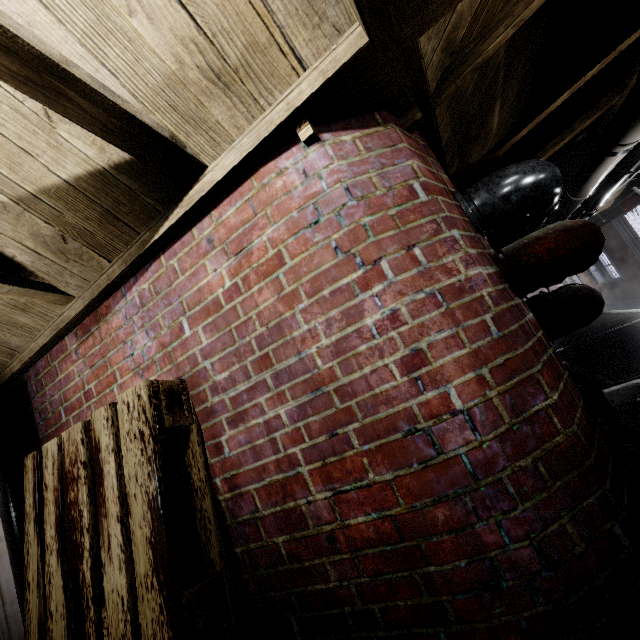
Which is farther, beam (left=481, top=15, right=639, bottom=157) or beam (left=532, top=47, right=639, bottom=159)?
beam (left=532, top=47, right=639, bottom=159)

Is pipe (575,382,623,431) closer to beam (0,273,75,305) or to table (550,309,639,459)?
table (550,309,639,459)

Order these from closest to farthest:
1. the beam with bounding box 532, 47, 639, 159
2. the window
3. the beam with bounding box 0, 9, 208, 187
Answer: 1. the beam with bounding box 0, 9, 208, 187
2. the beam with bounding box 532, 47, 639, 159
3. the window

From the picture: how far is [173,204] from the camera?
1.19m

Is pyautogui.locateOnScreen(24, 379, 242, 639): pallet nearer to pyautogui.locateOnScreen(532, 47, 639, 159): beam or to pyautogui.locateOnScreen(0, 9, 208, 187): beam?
pyautogui.locateOnScreen(0, 9, 208, 187): beam

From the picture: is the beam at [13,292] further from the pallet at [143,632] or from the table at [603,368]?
the table at [603,368]

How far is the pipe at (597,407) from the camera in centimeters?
169cm

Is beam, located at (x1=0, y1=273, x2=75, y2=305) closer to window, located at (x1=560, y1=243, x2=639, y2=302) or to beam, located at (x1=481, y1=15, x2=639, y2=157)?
beam, located at (x1=481, y1=15, x2=639, y2=157)
